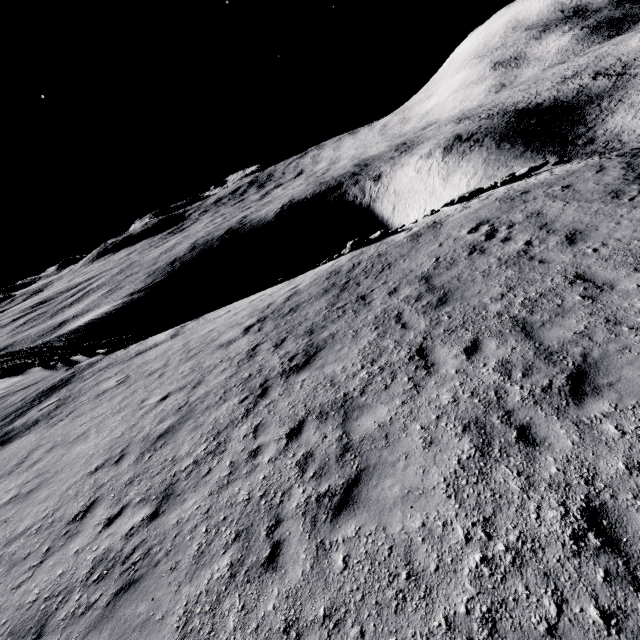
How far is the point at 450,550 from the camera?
3.9 meters
